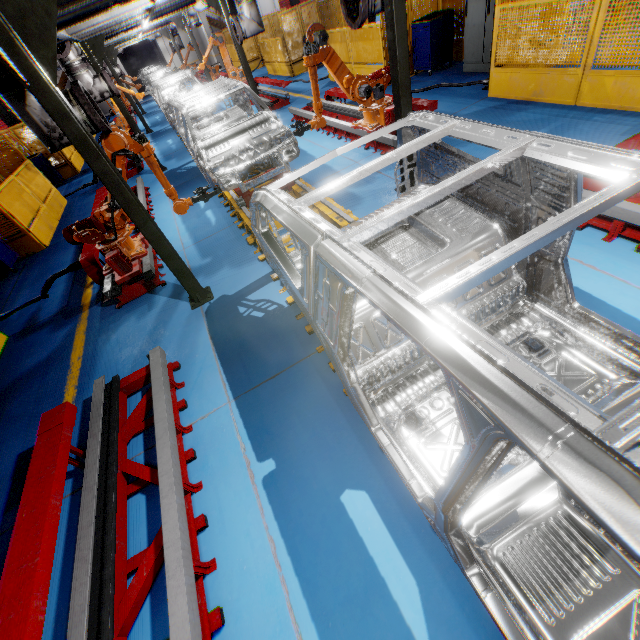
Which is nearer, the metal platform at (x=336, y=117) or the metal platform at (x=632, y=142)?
the metal platform at (x=632, y=142)

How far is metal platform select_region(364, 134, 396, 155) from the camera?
6.1 meters

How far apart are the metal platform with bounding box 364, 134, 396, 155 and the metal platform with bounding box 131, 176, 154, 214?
4.9m

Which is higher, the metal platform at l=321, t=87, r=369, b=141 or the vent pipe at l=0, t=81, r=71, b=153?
the vent pipe at l=0, t=81, r=71, b=153

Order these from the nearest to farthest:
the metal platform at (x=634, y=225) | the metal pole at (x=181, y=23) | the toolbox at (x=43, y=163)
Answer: the metal platform at (x=634, y=225) < the toolbox at (x=43, y=163) < the metal pole at (x=181, y=23)

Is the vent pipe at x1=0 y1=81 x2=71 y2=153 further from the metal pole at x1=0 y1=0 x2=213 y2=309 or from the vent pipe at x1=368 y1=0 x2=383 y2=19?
the vent pipe at x1=368 y1=0 x2=383 y2=19

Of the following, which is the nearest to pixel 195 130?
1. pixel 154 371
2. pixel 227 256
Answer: pixel 227 256

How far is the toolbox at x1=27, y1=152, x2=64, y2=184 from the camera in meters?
12.8
